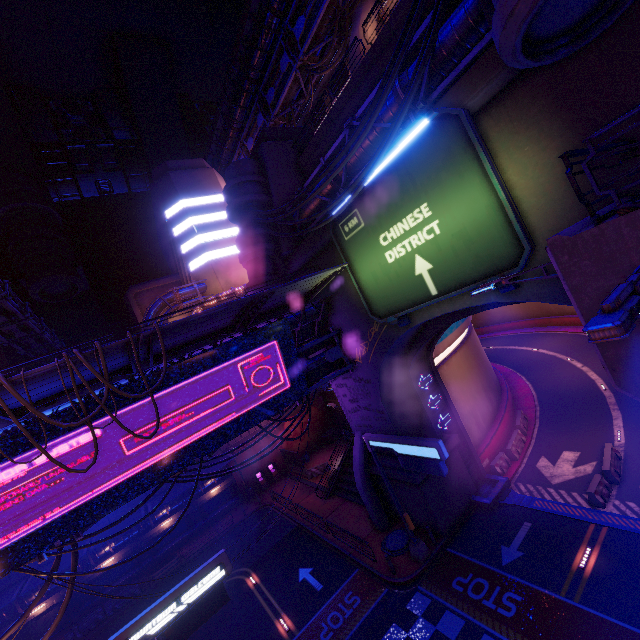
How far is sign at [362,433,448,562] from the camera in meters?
13.7 m

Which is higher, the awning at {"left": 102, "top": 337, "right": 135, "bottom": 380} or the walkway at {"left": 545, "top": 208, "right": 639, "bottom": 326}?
the awning at {"left": 102, "top": 337, "right": 135, "bottom": 380}

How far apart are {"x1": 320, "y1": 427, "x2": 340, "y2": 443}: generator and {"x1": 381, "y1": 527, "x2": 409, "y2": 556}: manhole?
19.40m

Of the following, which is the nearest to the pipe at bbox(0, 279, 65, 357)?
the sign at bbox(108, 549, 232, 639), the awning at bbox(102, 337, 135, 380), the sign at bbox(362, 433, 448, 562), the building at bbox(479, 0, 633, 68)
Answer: the awning at bbox(102, 337, 135, 380)

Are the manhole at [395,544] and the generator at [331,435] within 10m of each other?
no

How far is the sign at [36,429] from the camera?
10.65m

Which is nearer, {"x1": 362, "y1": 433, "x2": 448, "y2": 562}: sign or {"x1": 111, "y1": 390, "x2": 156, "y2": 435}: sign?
{"x1": 111, "y1": 390, "x2": 156, "y2": 435}: sign

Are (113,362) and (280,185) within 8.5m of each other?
no
